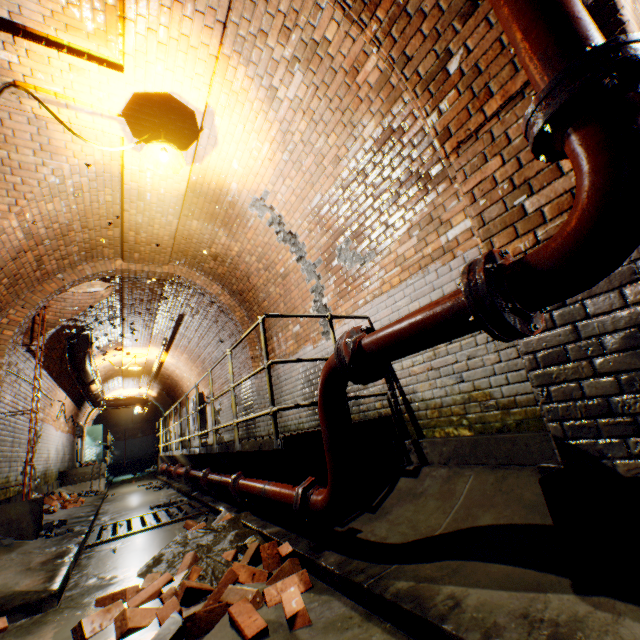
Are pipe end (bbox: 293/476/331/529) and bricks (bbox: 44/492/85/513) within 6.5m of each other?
no

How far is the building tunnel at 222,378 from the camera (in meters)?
9.38

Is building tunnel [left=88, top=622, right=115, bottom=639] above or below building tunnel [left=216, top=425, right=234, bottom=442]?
below

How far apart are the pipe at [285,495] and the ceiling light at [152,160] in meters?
3.8 m

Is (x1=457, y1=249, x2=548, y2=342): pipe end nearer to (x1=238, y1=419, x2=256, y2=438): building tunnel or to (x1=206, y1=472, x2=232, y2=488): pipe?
(x1=238, y1=419, x2=256, y2=438): building tunnel

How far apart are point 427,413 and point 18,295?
6.6m

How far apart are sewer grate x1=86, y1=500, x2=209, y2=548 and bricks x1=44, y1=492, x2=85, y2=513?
2.8 meters

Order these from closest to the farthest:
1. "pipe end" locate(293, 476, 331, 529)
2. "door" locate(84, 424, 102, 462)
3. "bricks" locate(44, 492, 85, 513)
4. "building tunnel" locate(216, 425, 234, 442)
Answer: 1. "pipe end" locate(293, 476, 331, 529)
2. "bricks" locate(44, 492, 85, 513)
3. "building tunnel" locate(216, 425, 234, 442)
4. "door" locate(84, 424, 102, 462)
